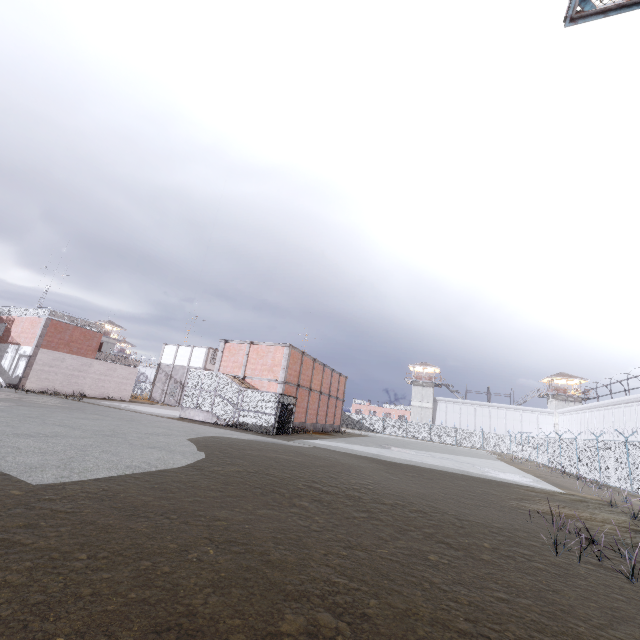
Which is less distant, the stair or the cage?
the cage

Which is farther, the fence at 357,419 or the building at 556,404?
the building at 556,404

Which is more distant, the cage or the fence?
the cage

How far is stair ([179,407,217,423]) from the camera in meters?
24.2

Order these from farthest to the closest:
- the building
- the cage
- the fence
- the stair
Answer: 1. the building
2. the stair
3. the cage
4. the fence

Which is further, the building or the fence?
the building

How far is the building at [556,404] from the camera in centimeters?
5494cm

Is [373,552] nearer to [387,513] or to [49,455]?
[387,513]
